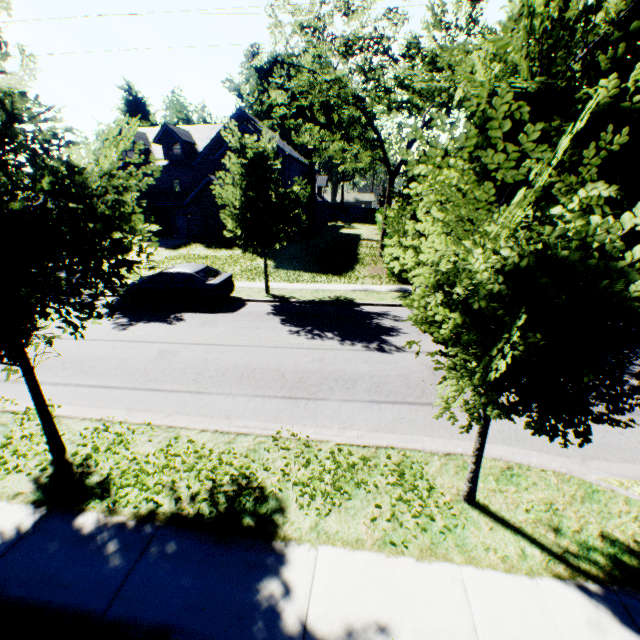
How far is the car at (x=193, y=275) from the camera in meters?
13.9 m

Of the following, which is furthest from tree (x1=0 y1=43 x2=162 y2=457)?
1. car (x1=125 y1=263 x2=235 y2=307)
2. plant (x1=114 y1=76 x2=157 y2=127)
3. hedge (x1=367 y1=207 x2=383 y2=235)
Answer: hedge (x1=367 y1=207 x2=383 y2=235)

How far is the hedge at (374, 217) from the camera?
31.93m

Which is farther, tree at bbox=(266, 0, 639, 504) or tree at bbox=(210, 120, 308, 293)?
tree at bbox=(210, 120, 308, 293)

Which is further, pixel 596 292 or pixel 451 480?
pixel 451 480

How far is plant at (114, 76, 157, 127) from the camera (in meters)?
54.59

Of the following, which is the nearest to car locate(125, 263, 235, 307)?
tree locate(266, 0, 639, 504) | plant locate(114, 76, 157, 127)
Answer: tree locate(266, 0, 639, 504)

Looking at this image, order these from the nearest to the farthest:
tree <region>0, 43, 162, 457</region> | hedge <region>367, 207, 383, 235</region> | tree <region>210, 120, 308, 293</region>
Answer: tree <region>0, 43, 162, 457</region>
tree <region>210, 120, 308, 293</region>
hedge <region>367, 207, 383, 235</region>
